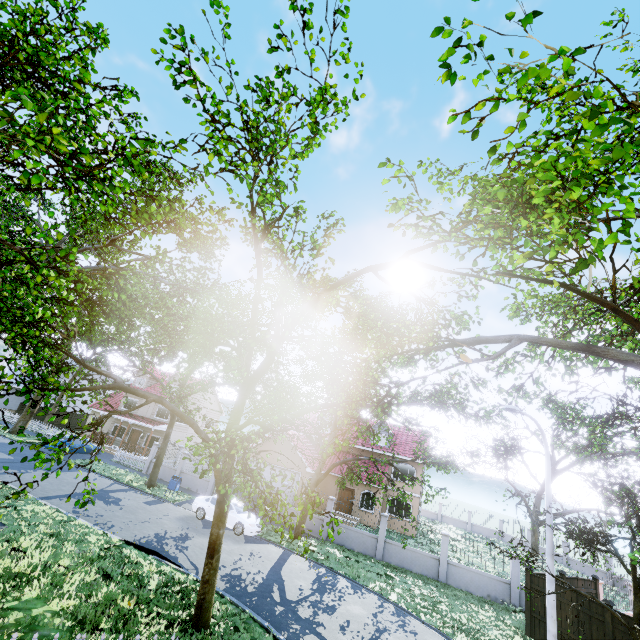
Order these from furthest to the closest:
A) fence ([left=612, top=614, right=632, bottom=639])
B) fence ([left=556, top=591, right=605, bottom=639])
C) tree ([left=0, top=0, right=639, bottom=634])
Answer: fence ([left=556, top=591, right=605, bottom=639]) < fence ([left=612, top=614, right=632, bottom=639]) < tree ([left=0, top=0, right=639, bottom=634])

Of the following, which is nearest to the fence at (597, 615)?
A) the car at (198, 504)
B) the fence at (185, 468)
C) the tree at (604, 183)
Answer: the tree at (604, 183)

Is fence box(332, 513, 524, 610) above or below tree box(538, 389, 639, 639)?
below

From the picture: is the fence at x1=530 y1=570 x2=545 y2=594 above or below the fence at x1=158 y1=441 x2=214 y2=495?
above

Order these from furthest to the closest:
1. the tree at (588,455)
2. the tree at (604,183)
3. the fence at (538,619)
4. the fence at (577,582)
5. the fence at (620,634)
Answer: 1. the fence at (577,582)
2. the fence at (538,619)
3. the fence at (620,634)
4. the tree at (588,455)
5. the tree at (604,183)

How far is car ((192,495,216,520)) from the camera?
18.9m

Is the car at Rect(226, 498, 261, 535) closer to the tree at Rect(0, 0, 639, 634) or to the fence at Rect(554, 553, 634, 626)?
the tree at Rect(0, 0, 639, 634)

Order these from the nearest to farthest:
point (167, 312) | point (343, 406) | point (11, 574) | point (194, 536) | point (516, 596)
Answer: point (11, 574)
point (167, 312)
point (194, 536)
point (516, 596)
point (343, 406)
